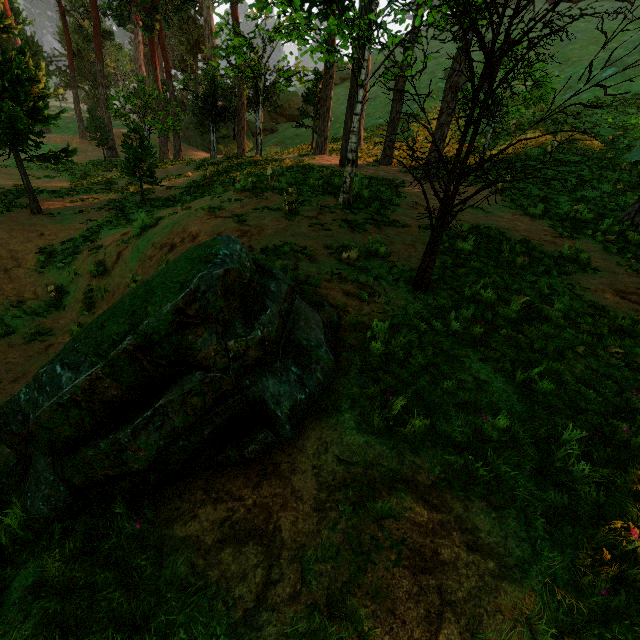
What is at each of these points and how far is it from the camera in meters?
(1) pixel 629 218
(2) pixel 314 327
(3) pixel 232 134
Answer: (1) treerock, 10.5
(2) treerock, 4.5
(3) treerock, 41.6

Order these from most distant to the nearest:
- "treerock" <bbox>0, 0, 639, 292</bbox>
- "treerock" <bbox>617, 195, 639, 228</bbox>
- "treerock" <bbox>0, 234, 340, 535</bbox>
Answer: "treerock" <bbox>617, 195, 639, 228</bbox>, "treerock" <bbox>0, 0, 639, 292</bbox>, "treerock" <bbox>0, 234, 340, 535</bbox>

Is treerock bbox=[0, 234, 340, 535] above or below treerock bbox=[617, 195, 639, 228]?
below

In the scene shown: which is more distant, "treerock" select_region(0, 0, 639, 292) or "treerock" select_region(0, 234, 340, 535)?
"treerock" select_region(0, 0, 639, 292)

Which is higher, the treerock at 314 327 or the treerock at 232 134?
the treerock at 232 134
